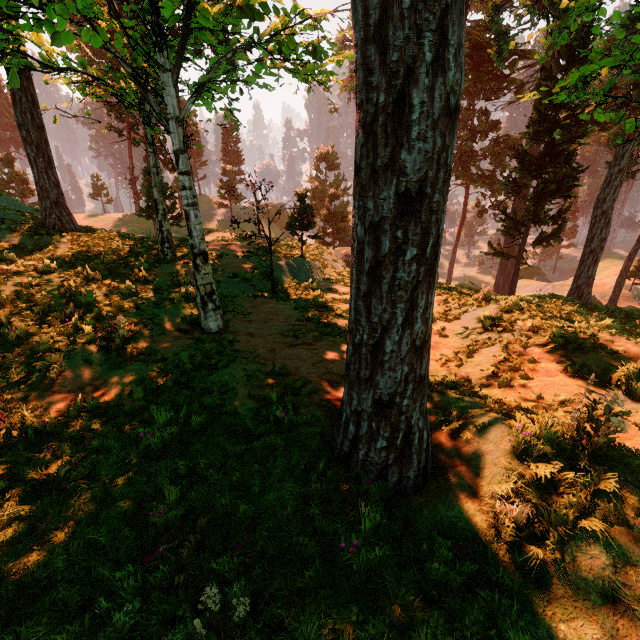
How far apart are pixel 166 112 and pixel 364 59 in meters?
→ 6.2

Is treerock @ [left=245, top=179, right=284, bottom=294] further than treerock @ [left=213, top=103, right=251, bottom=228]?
No

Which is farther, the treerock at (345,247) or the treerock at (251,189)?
the treerock at (251,189)

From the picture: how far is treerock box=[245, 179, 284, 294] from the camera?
11.53m

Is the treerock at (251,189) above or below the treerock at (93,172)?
below

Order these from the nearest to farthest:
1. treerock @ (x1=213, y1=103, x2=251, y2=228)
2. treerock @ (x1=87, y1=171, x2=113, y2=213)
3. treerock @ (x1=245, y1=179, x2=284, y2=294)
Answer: treerock @ (x1=245, y1=179, x2=284, y2=294)
treerock @ (x1=213, y1=103, x2=251, y2=228)
treerock @ (x1=87, y1=171, x2=113, y2=213)
